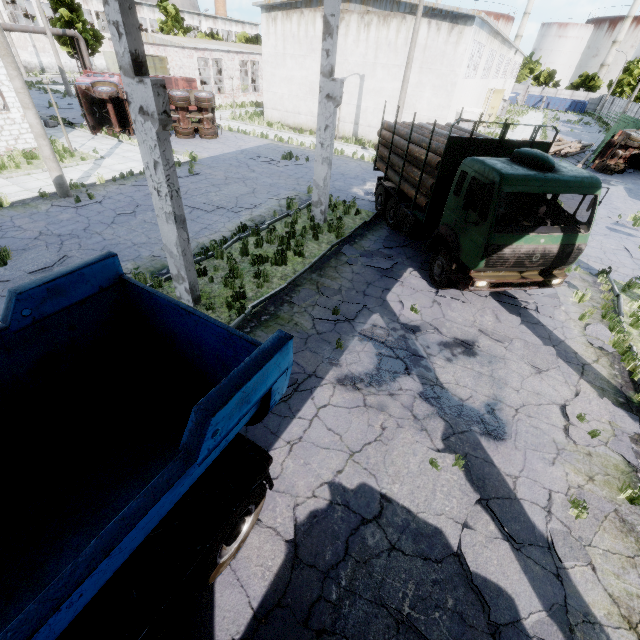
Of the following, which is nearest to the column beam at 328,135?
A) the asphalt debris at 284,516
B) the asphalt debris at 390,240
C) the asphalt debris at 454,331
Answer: the asphalt debris at 390,240

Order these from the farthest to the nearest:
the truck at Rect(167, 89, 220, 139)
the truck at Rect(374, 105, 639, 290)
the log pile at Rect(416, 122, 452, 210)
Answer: the truck at Rect(167, 89, 220, 139) < the log pile at Rect(416, 122, 452, 210) < the truck at Rect(374, 105, 639, 290)

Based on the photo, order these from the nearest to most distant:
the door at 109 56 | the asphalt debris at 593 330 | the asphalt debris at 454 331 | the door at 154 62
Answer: the asphalt debris at 454 331, the asphalt debris at 593 330, the door at 154 62, the door at 109 56

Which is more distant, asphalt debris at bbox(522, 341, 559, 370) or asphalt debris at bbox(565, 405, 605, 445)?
asphalt debris at bbox(522, 341, 559, 370)

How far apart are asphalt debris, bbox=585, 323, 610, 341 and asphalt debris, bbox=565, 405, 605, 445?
1.9m

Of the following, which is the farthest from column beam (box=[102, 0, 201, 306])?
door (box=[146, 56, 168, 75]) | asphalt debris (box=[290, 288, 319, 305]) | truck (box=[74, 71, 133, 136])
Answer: door (box=[146, 56, 168, 75])

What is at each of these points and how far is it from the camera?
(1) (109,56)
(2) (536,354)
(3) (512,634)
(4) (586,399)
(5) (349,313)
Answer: (1) door, 33.97m
(2) asphalt debris, 8.06m
(3) asphalt debris, 4.00m
(4) asphalt debris, 7.03m
(5) asphalt debris, 8.75m

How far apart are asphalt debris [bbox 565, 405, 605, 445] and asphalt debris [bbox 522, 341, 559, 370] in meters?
0.7 m
